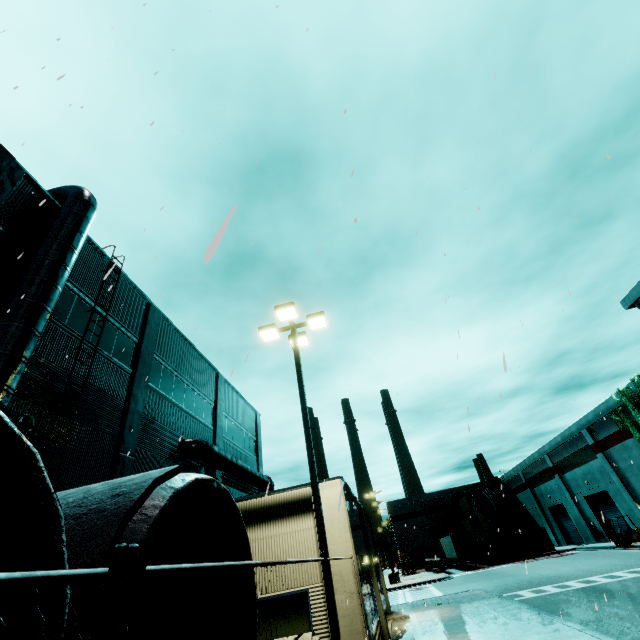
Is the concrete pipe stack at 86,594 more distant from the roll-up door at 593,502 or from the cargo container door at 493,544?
the cargo container door at 493,544

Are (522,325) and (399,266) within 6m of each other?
yes

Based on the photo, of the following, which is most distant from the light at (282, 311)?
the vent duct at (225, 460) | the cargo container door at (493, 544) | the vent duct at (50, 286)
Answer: the cargo container door at (493, 544)

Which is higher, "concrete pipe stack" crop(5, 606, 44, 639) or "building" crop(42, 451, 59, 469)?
"building" crop(42, 451, 59, 469)

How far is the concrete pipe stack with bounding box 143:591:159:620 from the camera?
2.87m

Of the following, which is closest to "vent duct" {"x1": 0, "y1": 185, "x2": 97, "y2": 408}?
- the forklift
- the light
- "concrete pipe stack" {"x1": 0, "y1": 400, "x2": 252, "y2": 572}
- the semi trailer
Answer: "concrete pipe stack" {"x1": 0, "y1": 400, "x2": 252, "y2": 572}

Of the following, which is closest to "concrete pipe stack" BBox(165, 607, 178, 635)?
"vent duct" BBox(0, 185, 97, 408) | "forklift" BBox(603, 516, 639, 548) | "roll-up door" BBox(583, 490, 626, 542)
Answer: "vent duct" BBox(0, 185, 97, 408)
